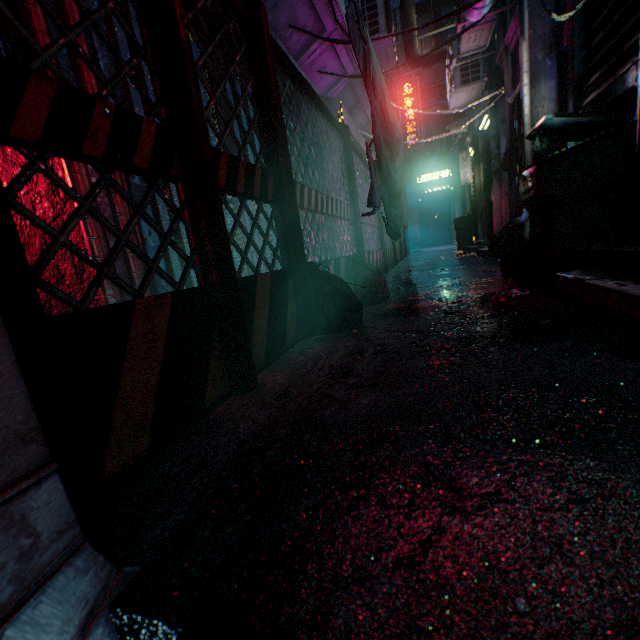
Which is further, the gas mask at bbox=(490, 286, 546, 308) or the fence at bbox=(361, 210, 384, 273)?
the fence at bbox=(361, 210, 384, 273)

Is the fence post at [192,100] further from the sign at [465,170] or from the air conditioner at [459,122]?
the sign at [465,170]

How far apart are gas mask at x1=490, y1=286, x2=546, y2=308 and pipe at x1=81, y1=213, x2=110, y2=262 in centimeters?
198cm

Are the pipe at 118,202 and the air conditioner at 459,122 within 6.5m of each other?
no

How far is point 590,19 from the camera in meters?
2.6 m

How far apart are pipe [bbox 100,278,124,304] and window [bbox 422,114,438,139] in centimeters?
1490cm

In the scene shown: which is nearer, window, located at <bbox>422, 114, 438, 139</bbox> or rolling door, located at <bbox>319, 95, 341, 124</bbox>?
rolling door, located at <bbox>319, 95, 341, 124</bbox>

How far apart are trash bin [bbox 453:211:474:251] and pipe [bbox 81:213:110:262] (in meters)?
9.05
